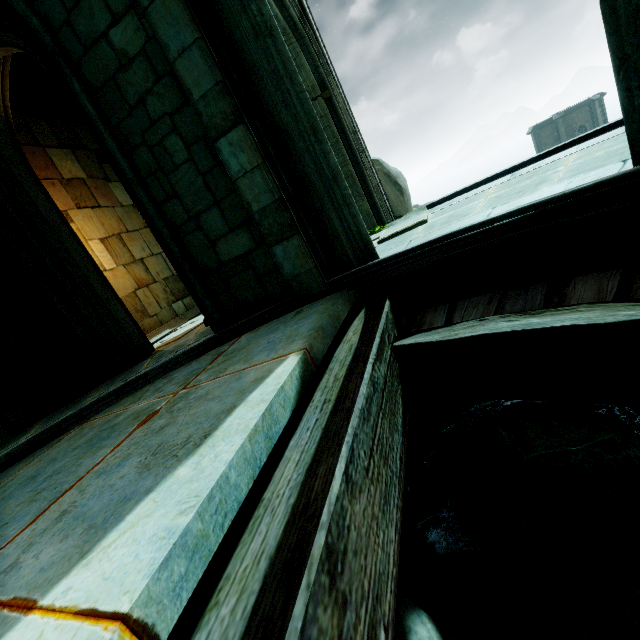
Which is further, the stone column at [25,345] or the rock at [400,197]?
the rock at [400,197]

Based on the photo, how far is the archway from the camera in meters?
7.2 m

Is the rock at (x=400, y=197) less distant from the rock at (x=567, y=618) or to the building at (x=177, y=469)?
the building at (x=177, y=469)

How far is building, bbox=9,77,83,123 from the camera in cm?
767

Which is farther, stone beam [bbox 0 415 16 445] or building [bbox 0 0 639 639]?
stone beam [bbox 0 415 16 445]

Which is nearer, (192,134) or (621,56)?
(621,56)

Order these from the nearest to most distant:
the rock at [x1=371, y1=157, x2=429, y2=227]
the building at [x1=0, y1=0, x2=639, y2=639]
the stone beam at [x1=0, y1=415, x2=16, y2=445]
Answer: the building at [x1=0, y1=0, x2=639, y2=639], the stone beam at [x1=0, y1=415, x2=16, y2=445], the rock at [x1=371, y1=157, x2=429, y2=227]

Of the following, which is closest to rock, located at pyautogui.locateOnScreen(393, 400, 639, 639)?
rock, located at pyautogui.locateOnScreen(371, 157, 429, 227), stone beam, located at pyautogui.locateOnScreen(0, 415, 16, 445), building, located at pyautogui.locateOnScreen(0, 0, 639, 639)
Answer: building, located at pyautogui.locateOnScreen(0, 0, 639, 639)
